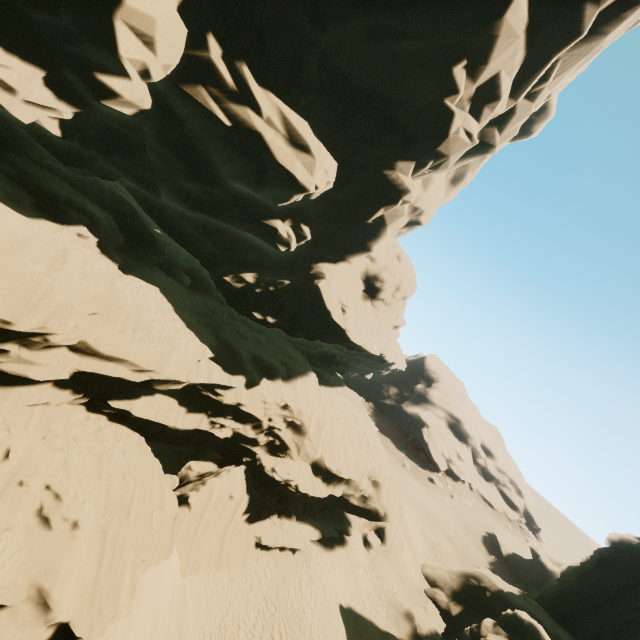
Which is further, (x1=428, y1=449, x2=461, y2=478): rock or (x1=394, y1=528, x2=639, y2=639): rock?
(x1=428, y1=449, x2=461, y2=478): rock

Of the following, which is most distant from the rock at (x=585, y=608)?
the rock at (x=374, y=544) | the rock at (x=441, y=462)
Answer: the rock at (x=441, y=462)

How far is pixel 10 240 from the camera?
9.3 meters

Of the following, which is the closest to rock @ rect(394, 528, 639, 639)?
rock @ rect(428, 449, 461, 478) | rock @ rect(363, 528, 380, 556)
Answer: rock @ rect(363, 528, 380, 556)

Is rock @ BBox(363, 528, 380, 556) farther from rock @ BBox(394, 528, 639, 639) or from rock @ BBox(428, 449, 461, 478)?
rock @ BBox(428, 449, 461, 478)

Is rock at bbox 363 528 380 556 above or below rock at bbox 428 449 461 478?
below

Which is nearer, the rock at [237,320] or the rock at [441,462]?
the rock at [237,320]
